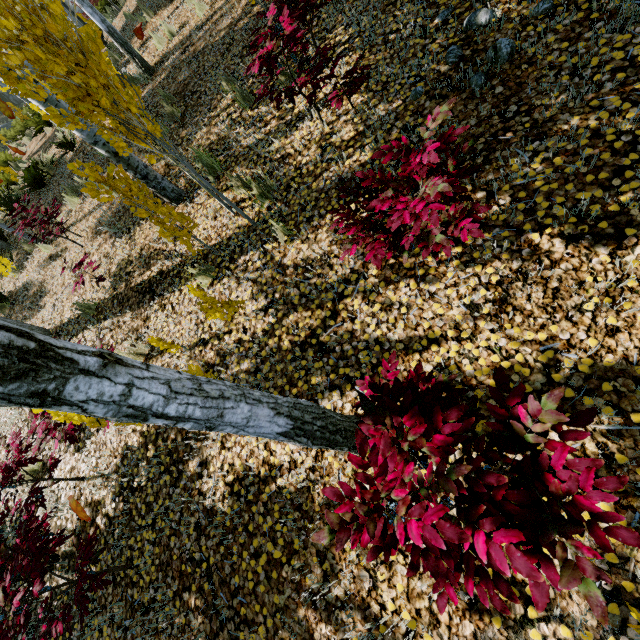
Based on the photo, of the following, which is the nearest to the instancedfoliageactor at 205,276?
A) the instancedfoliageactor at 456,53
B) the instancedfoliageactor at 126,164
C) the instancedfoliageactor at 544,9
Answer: the instancedfoliageactor at 126,164

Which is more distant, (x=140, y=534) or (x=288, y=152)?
(x=288, y=152)

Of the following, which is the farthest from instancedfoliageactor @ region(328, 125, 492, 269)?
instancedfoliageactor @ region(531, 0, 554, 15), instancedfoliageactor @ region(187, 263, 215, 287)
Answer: instancedfoliageactor @ region(531, 0, 554, 15)

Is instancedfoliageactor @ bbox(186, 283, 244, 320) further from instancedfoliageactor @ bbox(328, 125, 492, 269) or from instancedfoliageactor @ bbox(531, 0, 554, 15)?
instancedfoliageactor @ bbox(531, 0, 554, 15)

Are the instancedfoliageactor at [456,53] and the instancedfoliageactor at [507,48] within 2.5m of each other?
yes

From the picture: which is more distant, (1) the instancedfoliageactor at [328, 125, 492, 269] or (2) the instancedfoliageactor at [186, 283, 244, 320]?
(2) the instancedfoliageactor at [186, 283, 244, 320]

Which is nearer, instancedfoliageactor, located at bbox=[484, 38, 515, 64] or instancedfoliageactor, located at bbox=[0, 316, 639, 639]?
instancedfoliageactor, located at bbox=[0, 316, 639, 639]

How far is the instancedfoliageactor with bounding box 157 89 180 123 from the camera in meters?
6.0 m
